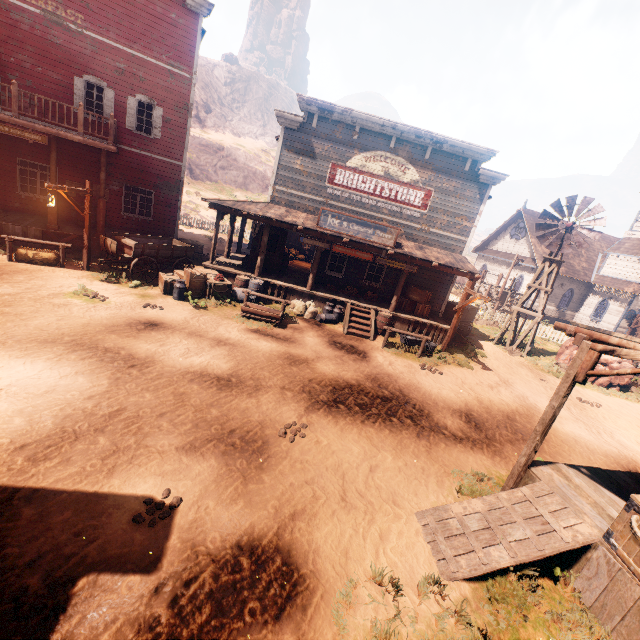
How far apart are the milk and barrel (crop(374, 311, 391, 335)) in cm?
808

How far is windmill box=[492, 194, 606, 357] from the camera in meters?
15.4

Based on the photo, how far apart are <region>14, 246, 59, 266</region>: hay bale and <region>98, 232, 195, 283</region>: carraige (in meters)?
1.43

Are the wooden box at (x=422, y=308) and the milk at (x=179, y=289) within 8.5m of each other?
no

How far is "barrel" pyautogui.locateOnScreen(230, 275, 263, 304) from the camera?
13.5 meters

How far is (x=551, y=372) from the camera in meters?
15.8

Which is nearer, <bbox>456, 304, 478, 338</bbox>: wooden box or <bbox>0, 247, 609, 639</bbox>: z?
<bbox>0, 247, 609, 639</bbox>: z

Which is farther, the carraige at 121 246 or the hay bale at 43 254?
the carraige at 121 246
